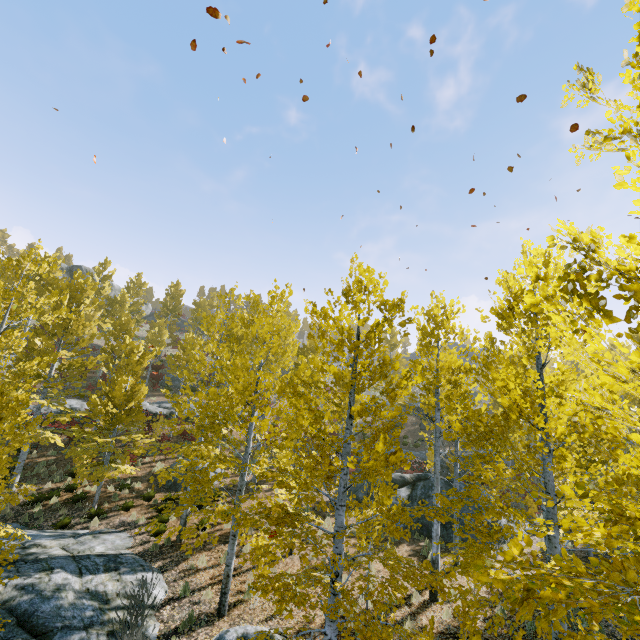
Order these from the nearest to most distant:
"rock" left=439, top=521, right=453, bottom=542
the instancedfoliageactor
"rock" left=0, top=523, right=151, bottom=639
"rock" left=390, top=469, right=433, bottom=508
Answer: the instancedfoliageactor, "rock" left=0, top=523, right=151, bottom=639, "rock" left=439, top=521, right=453, bottom=542, "rock" left=390, top=469, right=433, bottom=508

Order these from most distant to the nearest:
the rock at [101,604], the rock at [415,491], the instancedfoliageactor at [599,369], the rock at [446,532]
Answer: the rock at [415,491] → the rock at [446,532] → the rock at [101,604] → the instancedfoliageactor at [599,369]

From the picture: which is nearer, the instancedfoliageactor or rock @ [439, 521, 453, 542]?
the instancedfoliageactor

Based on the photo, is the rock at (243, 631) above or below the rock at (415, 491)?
below

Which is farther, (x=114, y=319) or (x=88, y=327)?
(x=114, y=319)

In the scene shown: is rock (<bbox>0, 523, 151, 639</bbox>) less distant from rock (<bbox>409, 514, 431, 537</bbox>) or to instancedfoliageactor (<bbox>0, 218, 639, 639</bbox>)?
instancedfoliageactor (<bbox>0, 218, 639, 639</bbox>)

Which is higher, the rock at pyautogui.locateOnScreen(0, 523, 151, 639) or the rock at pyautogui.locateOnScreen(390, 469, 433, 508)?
the rock at pyautogui.locateOnScreen(390, 469, 433, 508)

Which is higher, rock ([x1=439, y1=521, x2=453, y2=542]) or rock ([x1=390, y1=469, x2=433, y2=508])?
rock ([x1=390, y1=469, x2=433, y2=508])
